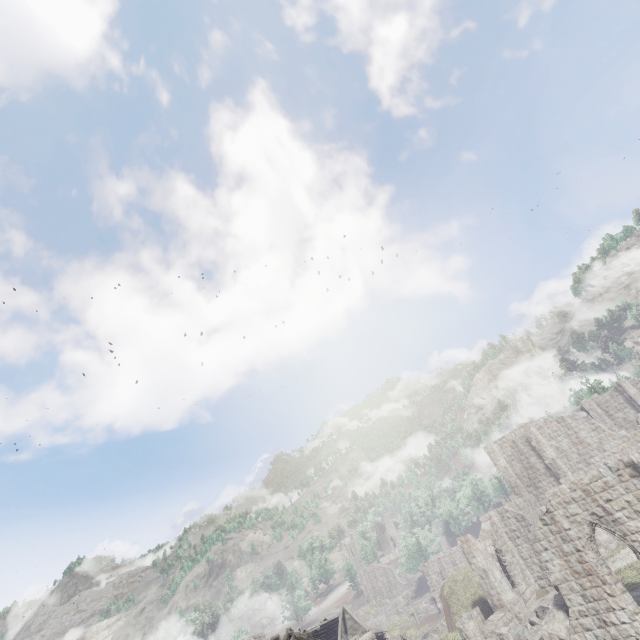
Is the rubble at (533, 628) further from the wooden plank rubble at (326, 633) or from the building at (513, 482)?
the wooden plank rubble at (326, 633)

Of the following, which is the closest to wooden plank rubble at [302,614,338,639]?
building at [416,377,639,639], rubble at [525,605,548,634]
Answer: building at [416,377,639,639]

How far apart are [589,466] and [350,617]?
34.3 meters

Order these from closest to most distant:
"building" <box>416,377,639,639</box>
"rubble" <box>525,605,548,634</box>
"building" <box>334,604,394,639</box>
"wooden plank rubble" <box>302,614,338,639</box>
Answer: "building" <box>416,377,639,639</box> < "rubble" <box>525,605,548,634</box> < "building" <box>334,604,394,639</box> < "wooden plank rubble" <box>302,614,338,639</box>

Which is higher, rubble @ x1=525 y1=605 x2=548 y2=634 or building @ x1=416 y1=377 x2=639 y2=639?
building @ x1=416 y1=377 x2=639 y2=639

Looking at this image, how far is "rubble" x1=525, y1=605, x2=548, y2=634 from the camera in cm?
1927

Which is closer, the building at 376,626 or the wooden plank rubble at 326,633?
the building at 376,626
